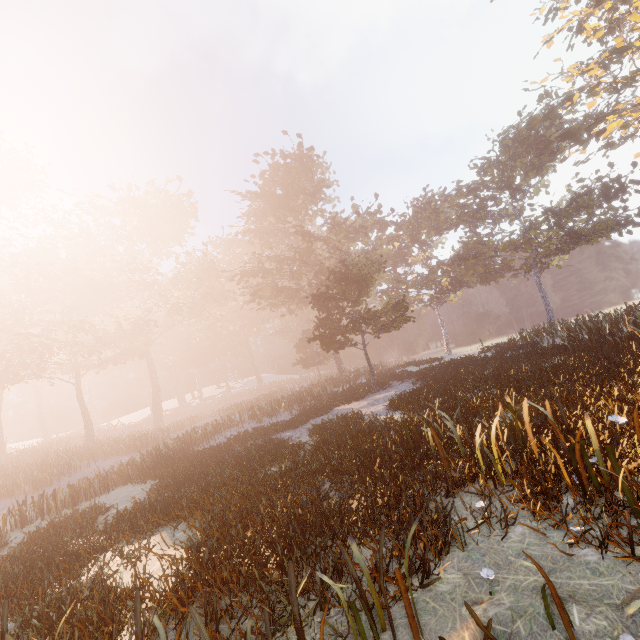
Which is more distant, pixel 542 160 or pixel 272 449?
pixel 542 160
